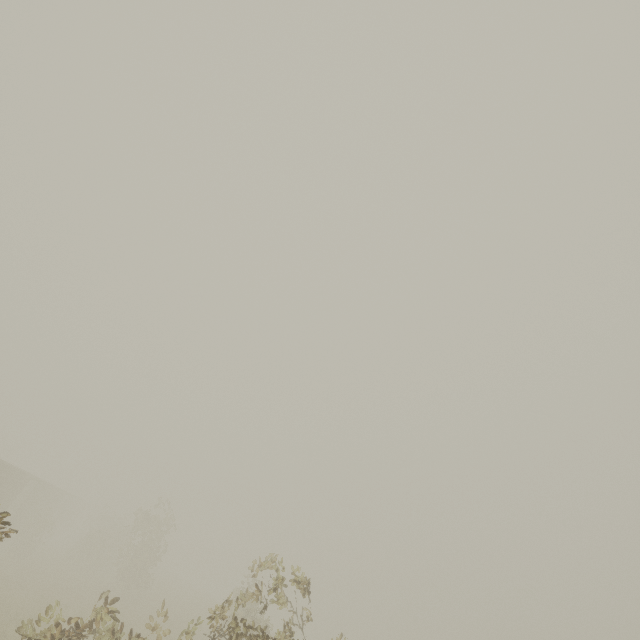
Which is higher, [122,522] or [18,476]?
[18,476]
